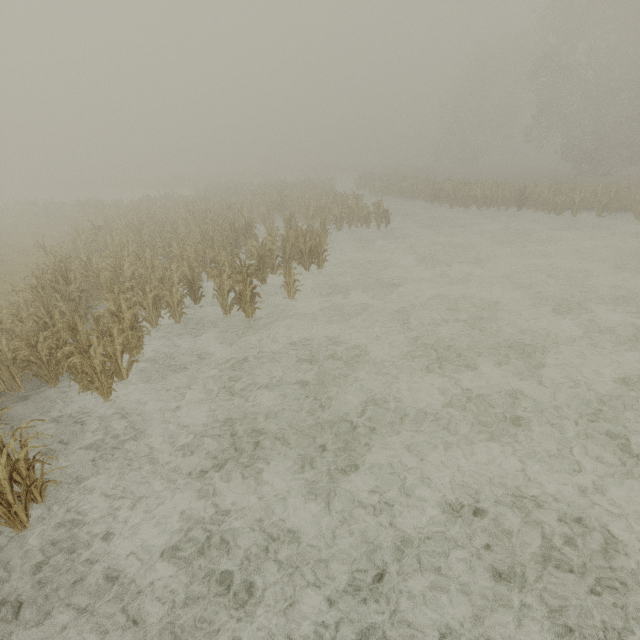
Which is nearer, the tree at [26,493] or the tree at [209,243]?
the tree at [26,493]

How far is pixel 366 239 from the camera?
17.9 meters

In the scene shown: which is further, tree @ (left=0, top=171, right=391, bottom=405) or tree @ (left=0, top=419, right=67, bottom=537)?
tree @ (left=0, top=171, right=391, bottom=405)
